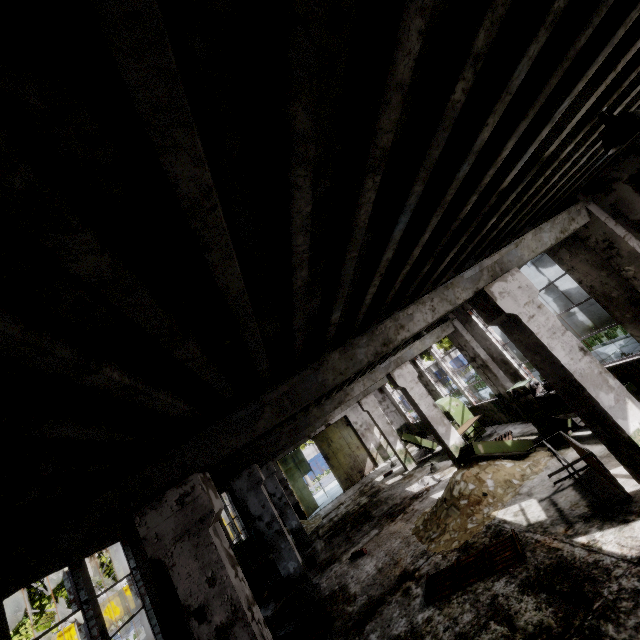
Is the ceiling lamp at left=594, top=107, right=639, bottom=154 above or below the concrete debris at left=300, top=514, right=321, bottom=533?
above

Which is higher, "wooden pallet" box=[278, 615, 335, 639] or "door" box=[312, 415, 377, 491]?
"door" box=[312, 415, 377, 491]

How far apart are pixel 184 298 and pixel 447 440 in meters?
10.2

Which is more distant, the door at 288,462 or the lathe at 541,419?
the door at 288,462

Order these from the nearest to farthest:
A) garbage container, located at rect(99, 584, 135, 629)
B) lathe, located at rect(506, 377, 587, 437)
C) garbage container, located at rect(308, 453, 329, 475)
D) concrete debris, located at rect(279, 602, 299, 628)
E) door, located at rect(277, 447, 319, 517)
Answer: lathe, located at rect(506, 377, 587, 437) → concrete debris, located at rect(279, 602, 299, 628) → door, located at rect(277, 447, 319, 517) → garbage container, located at rect(99, 584, 135, 629) → garbage container, located at rect(308, 453, 329, 475)

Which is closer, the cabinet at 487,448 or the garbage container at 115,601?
the cabinet at 487,448

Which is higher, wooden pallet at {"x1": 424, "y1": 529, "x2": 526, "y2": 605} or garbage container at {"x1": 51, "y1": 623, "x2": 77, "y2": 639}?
garbage container at {"x1": 51, "y1": 623, "x2": 77, "y2": 639}

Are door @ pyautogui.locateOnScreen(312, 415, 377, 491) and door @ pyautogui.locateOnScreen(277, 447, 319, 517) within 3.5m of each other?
yes
